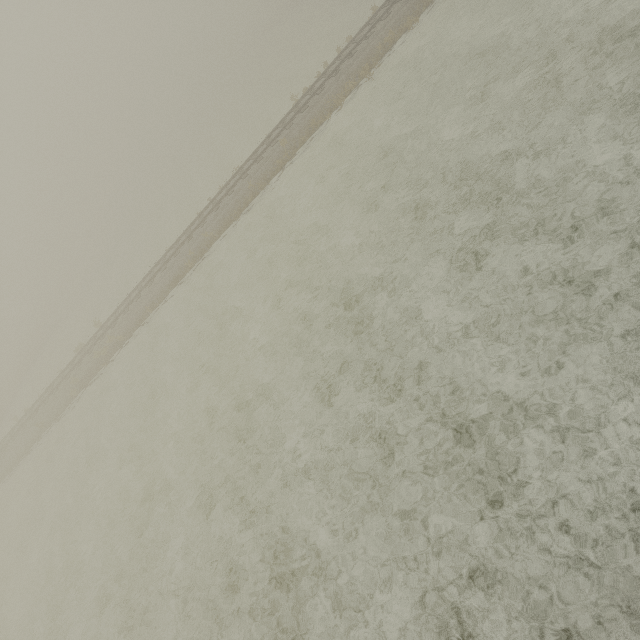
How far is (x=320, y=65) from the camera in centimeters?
2719cm
